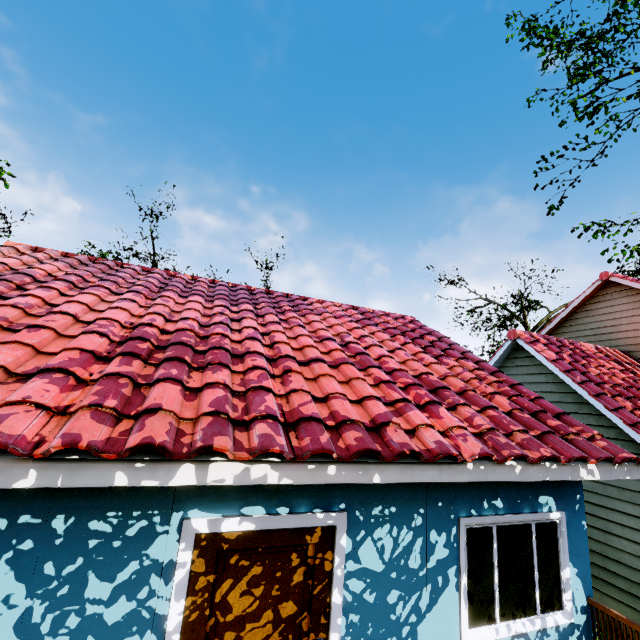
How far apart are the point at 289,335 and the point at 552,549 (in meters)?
5.17
